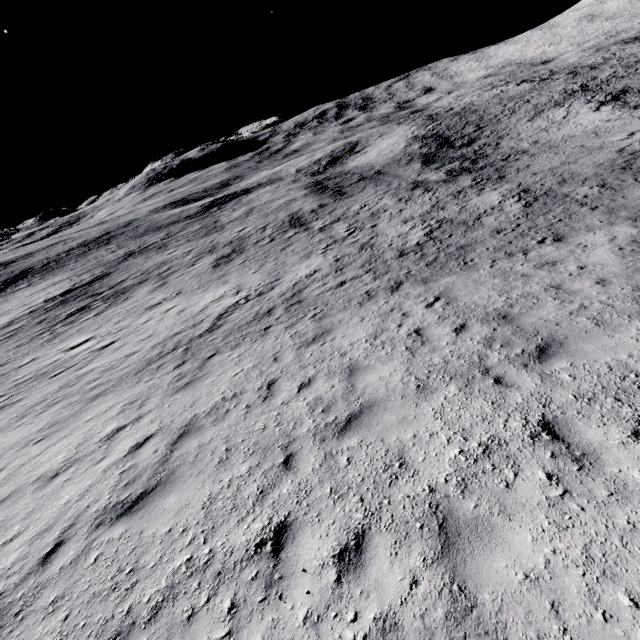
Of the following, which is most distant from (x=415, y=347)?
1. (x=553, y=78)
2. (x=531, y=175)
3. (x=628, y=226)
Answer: (x=553, y=78)
